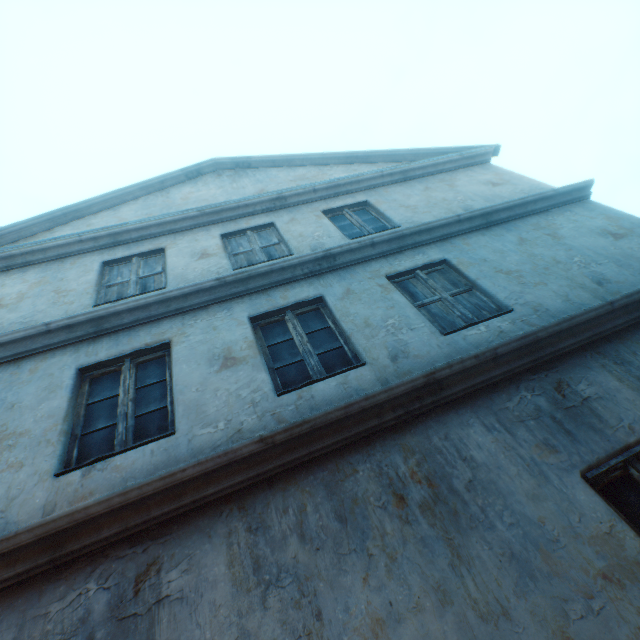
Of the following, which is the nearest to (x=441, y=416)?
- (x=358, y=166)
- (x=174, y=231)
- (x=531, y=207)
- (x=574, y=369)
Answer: (x=574, y=369)
